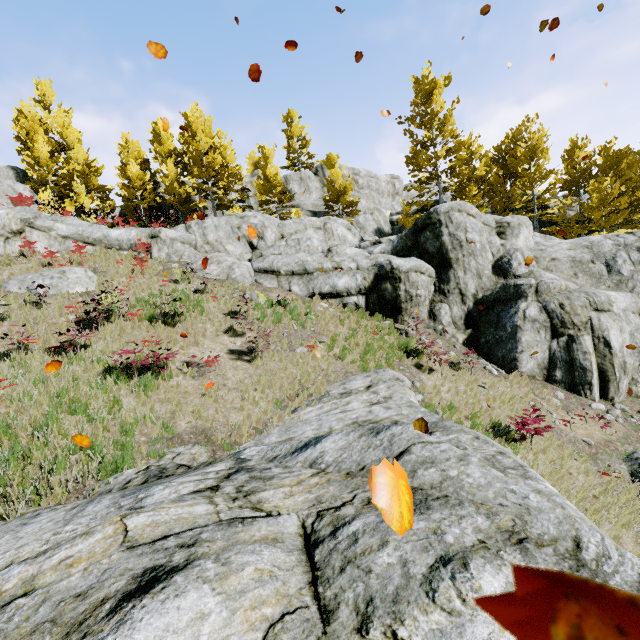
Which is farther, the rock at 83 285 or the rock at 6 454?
the rock at 83 285

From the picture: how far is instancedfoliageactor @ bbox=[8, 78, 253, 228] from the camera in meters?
24.0 m

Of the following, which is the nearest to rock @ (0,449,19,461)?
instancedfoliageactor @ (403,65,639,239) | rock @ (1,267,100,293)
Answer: instancedfoliageactor @ (403,65,639,239)

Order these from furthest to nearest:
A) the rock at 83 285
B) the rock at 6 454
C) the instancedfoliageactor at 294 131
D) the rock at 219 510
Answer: the instancedfoliageactor at 294 131 < the rock at 83 285 < the rock at 6 454 < the rock at 219 510

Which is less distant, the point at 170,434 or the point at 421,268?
the point at 170,434
